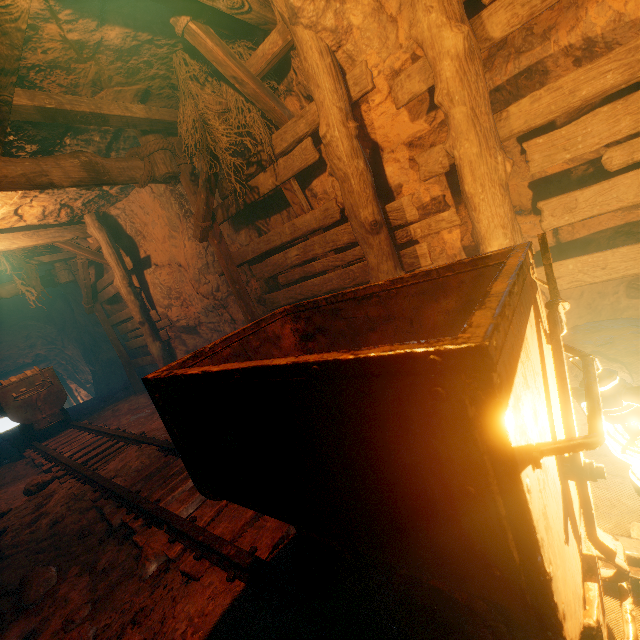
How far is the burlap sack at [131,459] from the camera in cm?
395

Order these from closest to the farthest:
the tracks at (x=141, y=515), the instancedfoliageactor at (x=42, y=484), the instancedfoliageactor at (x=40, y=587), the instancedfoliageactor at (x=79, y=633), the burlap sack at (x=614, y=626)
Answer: the tracks at (x=141, y=515)
the burlap sack at (x=614, y=626)
the instancedfoliageactor at (x=79, y=633)
the instancedfoliageactor at (x=40, y=587)
the instancedfoliageactor at (x=42, y=484)

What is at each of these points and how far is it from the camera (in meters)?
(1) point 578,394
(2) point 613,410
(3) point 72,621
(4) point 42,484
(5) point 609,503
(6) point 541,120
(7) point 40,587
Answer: (1) lantern, 1.15
(2) lantern, 1.02
(3) instancedfoliageactor, 2.33
(4) instancedfoliageactor, 4.60
(5) burlap sack, 1.78
(6) burlap sack, 2.47
(7) instancedfoliageactor, 2.76

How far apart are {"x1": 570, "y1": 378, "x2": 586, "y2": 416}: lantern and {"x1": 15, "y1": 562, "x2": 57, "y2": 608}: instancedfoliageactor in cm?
422

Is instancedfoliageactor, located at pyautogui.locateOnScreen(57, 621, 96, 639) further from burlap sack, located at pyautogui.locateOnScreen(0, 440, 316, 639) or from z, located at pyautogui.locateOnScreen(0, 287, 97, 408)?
z, located at pyautogui.locateOnScreen(0, 287, 97, 408)

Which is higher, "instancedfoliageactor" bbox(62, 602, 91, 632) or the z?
the z

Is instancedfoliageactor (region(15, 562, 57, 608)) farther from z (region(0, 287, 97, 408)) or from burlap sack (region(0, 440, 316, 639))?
z (region(0, 287, 97, 408))

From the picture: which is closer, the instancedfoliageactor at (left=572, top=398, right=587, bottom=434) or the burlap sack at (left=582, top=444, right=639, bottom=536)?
the burlap sack at (left=582, top=444, right=639, bottom=536)
